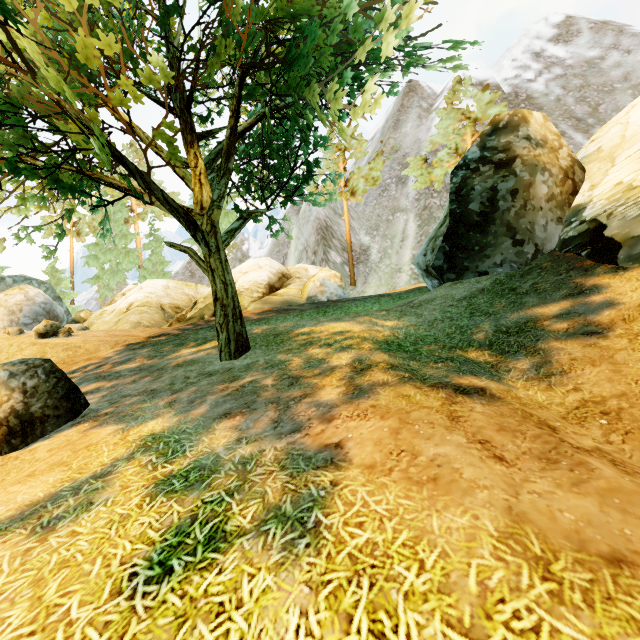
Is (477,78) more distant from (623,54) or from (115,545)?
(115,545)

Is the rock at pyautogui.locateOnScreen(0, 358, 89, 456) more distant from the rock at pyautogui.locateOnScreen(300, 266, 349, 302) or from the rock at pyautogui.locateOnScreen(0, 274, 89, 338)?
the rock at pyautogui.locateOnScreen(0, 274, 89, 338)

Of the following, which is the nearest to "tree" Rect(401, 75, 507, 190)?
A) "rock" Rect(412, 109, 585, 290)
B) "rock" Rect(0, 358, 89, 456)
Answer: "rock" Rect(0, 358, 89, 456)

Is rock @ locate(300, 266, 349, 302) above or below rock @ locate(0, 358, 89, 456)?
above

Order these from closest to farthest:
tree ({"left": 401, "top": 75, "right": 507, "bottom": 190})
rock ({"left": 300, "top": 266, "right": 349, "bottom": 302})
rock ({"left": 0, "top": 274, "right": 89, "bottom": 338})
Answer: rock ({"left": 0, "top": 274, "right": 89, "bottom": 338}) < rock ({"left": 300, "top": 266, "right": 349, "bottom": 302}) < tree ({"left": 401, "top": 75, "right": 507, "bottom": 190})

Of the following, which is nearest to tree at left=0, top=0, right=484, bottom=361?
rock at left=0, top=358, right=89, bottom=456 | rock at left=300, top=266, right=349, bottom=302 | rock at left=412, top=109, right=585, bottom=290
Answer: rock at left=0, top=358, right=89, bottom=456

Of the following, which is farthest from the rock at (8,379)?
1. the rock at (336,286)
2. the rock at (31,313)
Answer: the rock at (31,313)

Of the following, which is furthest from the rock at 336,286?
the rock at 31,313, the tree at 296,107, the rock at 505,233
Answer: the rock at 31,313
